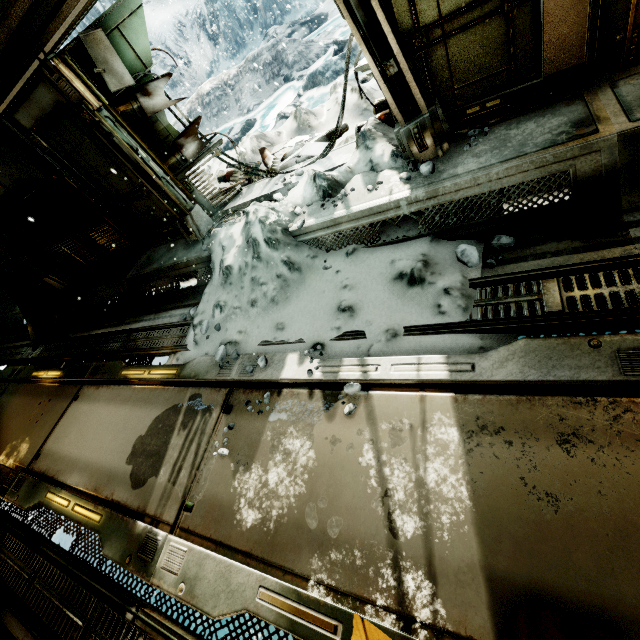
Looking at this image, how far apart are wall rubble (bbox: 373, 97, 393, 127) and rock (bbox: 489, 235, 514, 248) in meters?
2.0 m

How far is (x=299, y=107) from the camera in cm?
725

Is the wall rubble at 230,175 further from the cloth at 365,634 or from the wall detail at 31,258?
the cloth at 365,634

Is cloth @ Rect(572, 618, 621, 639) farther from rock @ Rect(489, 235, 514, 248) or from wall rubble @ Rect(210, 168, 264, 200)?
wall rubble @ Rect(210, 168, 264, 200)

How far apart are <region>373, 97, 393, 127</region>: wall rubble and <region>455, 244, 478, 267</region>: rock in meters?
2.1 m

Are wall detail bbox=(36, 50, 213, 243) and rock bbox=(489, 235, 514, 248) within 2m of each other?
no

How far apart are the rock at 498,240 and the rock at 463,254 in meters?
0.2 m

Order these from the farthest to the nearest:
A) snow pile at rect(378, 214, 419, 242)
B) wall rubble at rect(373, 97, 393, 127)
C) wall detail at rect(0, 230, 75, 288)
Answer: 1. wall detail at rect(0, 230, 75, 288)
2. wall rubble at rect(373, 97, 393, 127)
3. snow pile at rect(378, 214, 419, 242)
